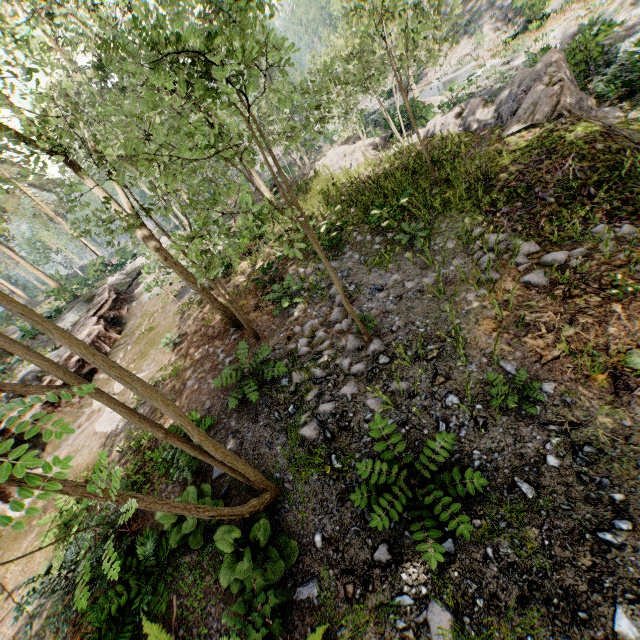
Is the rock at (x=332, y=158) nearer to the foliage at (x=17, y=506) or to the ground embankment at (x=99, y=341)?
the foliage at (x=17, y=506)

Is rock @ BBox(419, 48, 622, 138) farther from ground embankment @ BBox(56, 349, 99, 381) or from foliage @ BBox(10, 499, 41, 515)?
ground embankment @ BBox(56, 349, 99, 381)

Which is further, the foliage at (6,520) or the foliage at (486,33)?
the foliage at (486,33)

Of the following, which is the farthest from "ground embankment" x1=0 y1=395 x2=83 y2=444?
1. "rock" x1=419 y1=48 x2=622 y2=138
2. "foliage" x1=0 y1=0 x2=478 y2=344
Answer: "rock" x1=419 y1=48 x2=622 y2=138

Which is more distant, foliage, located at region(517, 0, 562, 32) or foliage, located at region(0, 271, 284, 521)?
foliage, located at region(517, 0, 562, 32)

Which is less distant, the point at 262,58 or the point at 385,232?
the point at 385,232
